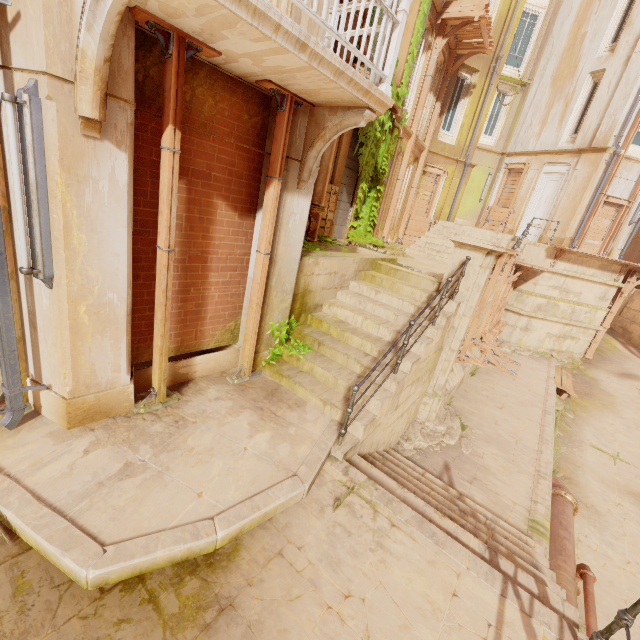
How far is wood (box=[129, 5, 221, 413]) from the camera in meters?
3.1

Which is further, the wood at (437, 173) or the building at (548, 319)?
the wood at (437, 173)

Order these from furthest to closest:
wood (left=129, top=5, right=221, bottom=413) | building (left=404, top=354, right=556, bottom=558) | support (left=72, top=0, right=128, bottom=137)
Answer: building (left=404, top=354, right=556, bottom=558) → wood (left=129, top=5, right=221, bottom=413) → support (left=72, top=0, right=128, bottom=137)

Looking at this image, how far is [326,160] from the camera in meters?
8.0

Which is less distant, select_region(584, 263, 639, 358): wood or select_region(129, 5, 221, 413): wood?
select_region(129, 5, 221, 413): wood

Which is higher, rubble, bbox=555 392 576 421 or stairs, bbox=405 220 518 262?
stairs, bbox=405 220 518 262

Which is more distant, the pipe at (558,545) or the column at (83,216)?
the pipe at (558,545)

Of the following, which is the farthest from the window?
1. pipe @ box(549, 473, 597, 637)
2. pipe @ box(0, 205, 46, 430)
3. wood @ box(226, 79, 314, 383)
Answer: pipe @ box(549, 473, 597, 637)
